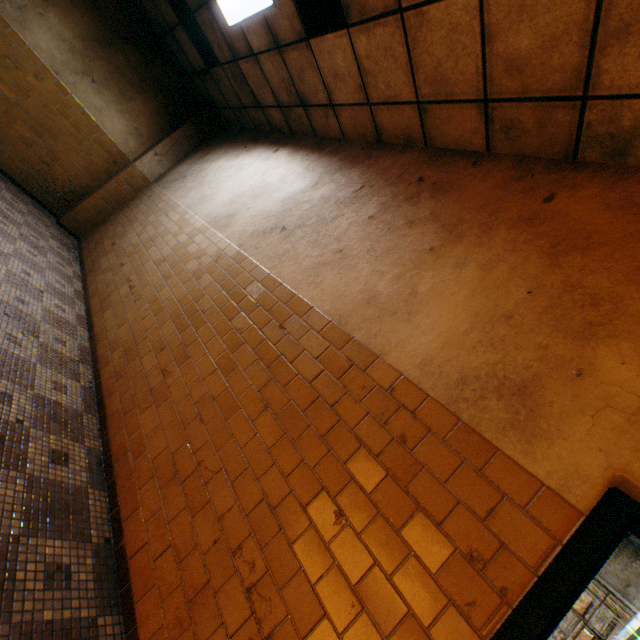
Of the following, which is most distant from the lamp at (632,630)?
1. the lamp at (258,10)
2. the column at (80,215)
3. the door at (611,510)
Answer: the column at (80,215)

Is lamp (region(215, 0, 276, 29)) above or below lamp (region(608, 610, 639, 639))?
above

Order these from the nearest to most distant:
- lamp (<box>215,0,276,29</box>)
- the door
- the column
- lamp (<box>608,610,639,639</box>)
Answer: the door → lamp (<box>215,0,276,29</box>) → lamp (<box>608,610,639,639</box>) → the column

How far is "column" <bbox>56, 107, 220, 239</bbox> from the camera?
6.7 meters

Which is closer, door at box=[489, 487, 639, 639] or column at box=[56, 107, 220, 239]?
door at box=[489, 487, 639, 639]

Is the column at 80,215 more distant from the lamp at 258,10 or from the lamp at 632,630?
the lamp at 632,630

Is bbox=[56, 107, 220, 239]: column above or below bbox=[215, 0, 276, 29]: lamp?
below

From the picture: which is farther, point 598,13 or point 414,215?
point 414,215
